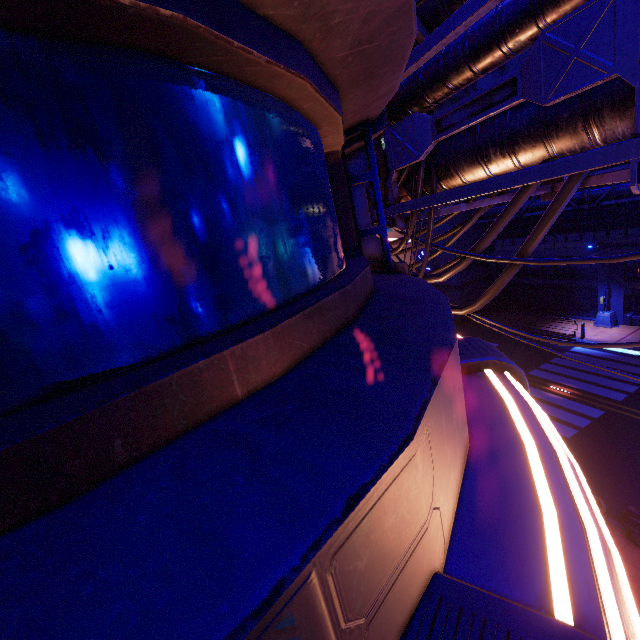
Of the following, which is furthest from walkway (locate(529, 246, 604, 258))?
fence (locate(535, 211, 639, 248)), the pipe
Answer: the pipe

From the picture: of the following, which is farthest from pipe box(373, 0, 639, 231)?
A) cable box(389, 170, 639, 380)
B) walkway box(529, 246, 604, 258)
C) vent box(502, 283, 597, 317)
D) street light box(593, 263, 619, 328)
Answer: vent box(502, 283, 597, 317)

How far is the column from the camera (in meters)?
21.75

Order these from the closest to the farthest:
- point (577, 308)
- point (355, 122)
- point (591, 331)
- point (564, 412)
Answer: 1. point (355, 122)
2. point (564, 412)
3. point (591, 331)
4. point (577, 308)

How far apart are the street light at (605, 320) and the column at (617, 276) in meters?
0.0 m

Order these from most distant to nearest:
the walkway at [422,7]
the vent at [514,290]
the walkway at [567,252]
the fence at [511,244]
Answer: the fence at [511,244] < the vent at [514,290] < the walkway at [567,252] < the walkway at [422,7]

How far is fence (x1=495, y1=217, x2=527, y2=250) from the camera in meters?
26.9

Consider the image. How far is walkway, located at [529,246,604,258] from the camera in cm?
2298
